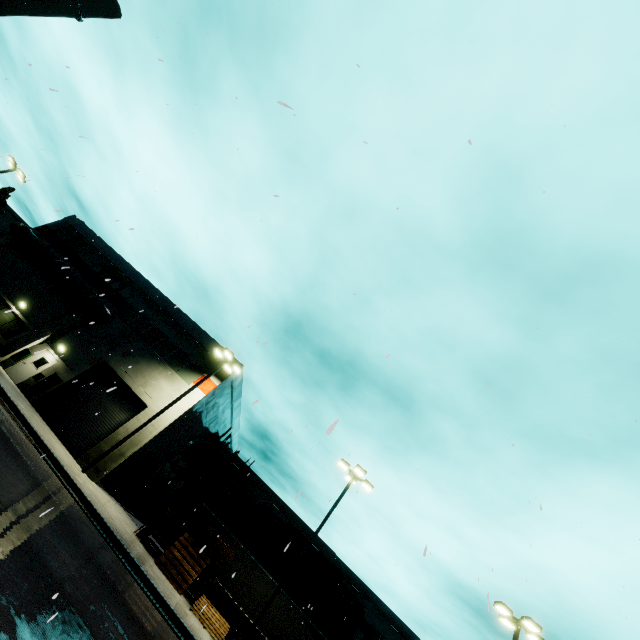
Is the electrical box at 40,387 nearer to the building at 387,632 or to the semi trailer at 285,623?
the building at 387,632

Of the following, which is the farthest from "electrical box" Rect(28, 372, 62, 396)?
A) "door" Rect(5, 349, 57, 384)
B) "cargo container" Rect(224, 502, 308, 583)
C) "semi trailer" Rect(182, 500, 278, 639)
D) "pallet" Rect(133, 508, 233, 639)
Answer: "cargo container" Rect(224, 502, 308, 583)

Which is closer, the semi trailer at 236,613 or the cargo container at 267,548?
the semi trailer at 236,613

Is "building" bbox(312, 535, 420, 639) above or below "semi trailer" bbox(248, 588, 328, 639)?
above

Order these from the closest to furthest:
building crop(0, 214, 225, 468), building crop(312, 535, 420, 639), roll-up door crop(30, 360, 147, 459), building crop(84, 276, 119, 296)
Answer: roll-up door crop(30, 360, 147, 459) → building crop(0, 214, 225, 468) → building crop(84, 276, 119, 296) → building crop(312, 535, 420, 639)

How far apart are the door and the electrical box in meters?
0.1

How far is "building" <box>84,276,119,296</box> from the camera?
25.98m

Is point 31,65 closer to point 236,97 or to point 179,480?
point 236,97
